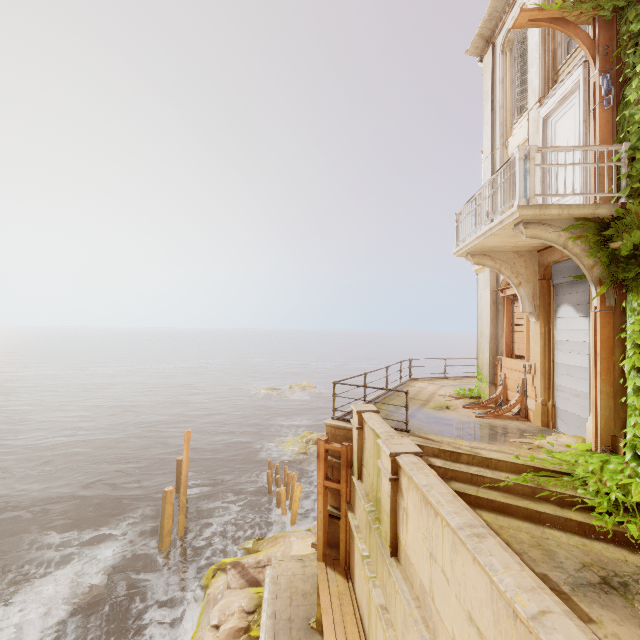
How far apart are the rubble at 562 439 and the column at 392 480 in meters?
3.3 m

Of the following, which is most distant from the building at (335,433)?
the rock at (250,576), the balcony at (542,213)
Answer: the balcony at (542,213)

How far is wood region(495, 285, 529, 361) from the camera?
9.04m

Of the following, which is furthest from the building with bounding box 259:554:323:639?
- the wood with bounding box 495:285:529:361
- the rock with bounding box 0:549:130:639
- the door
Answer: the rock with bounding box 0:549:130:639

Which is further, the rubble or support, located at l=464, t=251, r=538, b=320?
support, located at l=464, t=251, r=538, b=320

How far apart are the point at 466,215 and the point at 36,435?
42.9 meters

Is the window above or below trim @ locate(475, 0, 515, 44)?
below

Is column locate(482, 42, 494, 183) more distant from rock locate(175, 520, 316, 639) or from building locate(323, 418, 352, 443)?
rock locate(175, 520, 316, 639)
